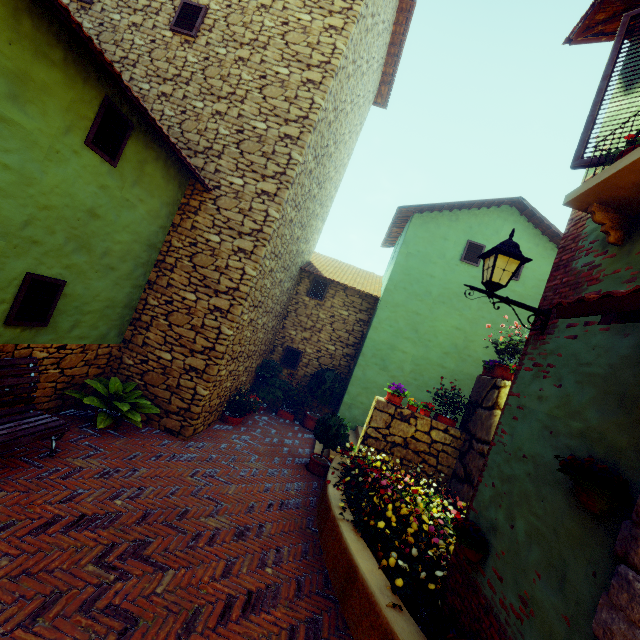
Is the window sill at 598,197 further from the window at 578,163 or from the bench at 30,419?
the bench at 30,419

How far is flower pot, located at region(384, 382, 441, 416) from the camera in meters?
7.0 m

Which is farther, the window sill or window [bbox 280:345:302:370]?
window [bbox 280:345:302:370]

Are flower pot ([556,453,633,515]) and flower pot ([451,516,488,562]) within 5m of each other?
yes

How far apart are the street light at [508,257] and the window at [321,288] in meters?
7.5

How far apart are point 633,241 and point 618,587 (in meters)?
2.40

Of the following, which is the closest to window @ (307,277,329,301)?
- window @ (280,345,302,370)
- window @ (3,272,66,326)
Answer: window @ (280,345,302,370)

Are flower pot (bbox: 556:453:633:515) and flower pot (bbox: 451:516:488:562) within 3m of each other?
yes
